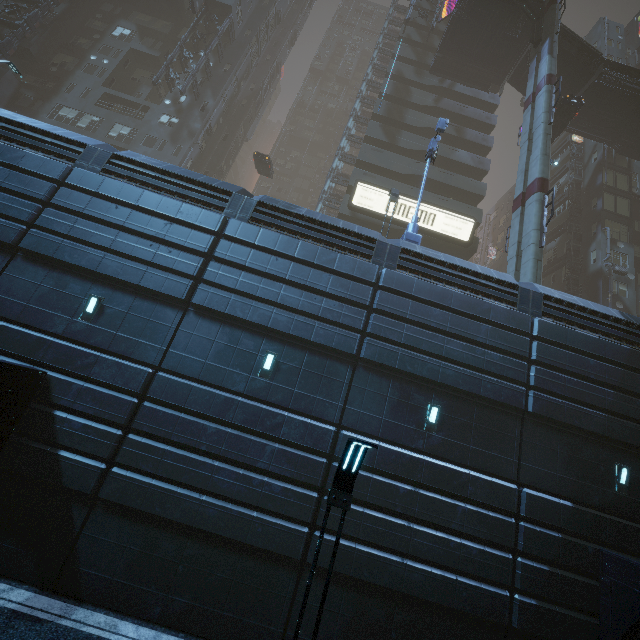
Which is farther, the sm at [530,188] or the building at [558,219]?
the building at [558,219]

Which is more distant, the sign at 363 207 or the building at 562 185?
the building at 562 185

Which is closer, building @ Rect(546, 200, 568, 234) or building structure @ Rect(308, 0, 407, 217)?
building structure @ Rect(308, 0, 407, 217)

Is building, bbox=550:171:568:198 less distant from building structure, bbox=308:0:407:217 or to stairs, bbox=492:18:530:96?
building structure, bbox=308:0:407:217

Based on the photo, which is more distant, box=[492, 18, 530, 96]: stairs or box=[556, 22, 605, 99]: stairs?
box=[492, 18, 530, 96]: stairs

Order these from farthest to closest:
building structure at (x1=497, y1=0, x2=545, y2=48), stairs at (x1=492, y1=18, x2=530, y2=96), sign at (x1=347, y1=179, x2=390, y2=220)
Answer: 1. stairs at (x1=492, y1=18, x2=530, y2=96)
2. sign at (x1=347, y1=179, x2=390, y2=220)
3. building structure at (x1=497, y1=0, x2=545, y2=48)

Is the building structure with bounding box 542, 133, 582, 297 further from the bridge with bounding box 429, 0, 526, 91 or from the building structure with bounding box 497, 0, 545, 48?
the building structure with bounding box 497, 0, 545, 48

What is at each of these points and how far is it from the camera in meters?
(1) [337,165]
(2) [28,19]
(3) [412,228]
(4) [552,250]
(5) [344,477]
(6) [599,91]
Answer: (1) building structure, 36.3 m
(2) building structure, 29.1 m
(3) street sign, 14.3 m
(4) building, 34.0 m
(5) street light, 5.2 m
(6) bridge, 26.7 m
